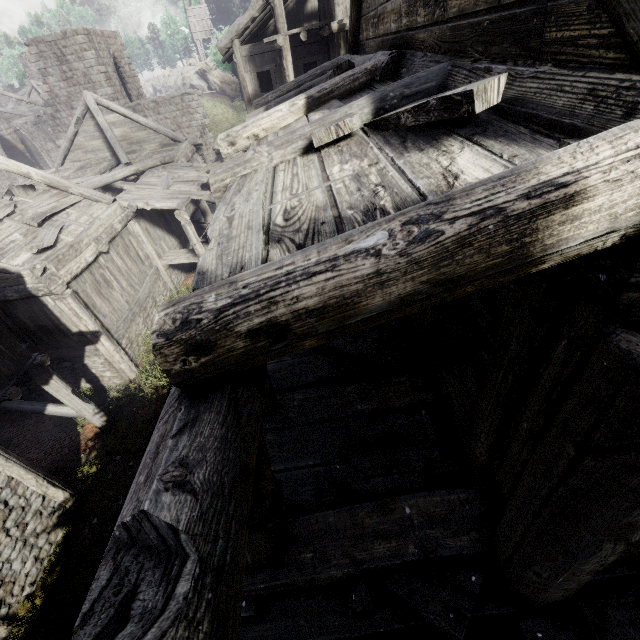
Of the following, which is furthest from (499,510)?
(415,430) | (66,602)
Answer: (66,602)

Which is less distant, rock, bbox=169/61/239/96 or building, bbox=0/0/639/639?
building, bbox=0/0/639/639

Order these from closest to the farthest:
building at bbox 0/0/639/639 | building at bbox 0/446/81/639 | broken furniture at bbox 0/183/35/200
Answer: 1. building at bbox 0/0/639/639
2. building at bbox 0/446/81/639
3. broken furniture at bbox 0/183/35/200

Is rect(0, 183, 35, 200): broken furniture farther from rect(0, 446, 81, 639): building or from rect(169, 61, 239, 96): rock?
rect(169, 61, 239, 96): rock

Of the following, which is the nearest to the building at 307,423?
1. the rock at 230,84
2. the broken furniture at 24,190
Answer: the broken furniture at 24,190

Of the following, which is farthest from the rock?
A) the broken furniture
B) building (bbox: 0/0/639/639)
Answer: the broken furniture
